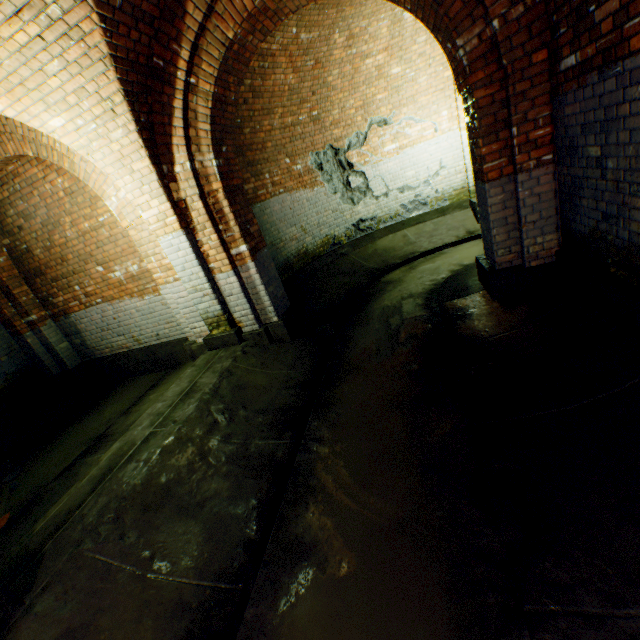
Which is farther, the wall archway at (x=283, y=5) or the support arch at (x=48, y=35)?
the wall archway at (x=283, y=5)

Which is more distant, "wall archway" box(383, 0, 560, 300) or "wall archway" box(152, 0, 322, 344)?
"wall archway" box(152, 0, 322, 344)

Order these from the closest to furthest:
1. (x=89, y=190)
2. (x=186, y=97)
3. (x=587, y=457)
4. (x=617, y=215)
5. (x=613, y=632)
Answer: (x=613, y=632) → (x=587, y=457) → (x=617, y=215) → (x=186, y=97) → (x=89, y=190)

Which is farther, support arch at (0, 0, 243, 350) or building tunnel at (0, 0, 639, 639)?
support arch at (0, 0, 243, 350)

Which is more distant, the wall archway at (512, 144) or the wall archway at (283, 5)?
the wall archway at (283, 5)

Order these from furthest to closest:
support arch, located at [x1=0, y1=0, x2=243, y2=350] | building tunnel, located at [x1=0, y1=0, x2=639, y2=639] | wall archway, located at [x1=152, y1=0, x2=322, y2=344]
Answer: wall archway, located at [x1=152, y1=0, x2=322, y2=344] < support arch, located at [x1=0, y1=0, x2=243, y2=350] < building tunnel, located at [x1=0, y1=0, x2=639, y2=639]

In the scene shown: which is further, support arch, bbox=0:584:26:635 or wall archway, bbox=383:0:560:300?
wall archway, bbox=383:0:560:300

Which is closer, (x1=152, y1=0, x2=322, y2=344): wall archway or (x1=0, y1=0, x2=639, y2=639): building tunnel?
(x1=0, y1=0, x2=639, y2=639): building tunnel
